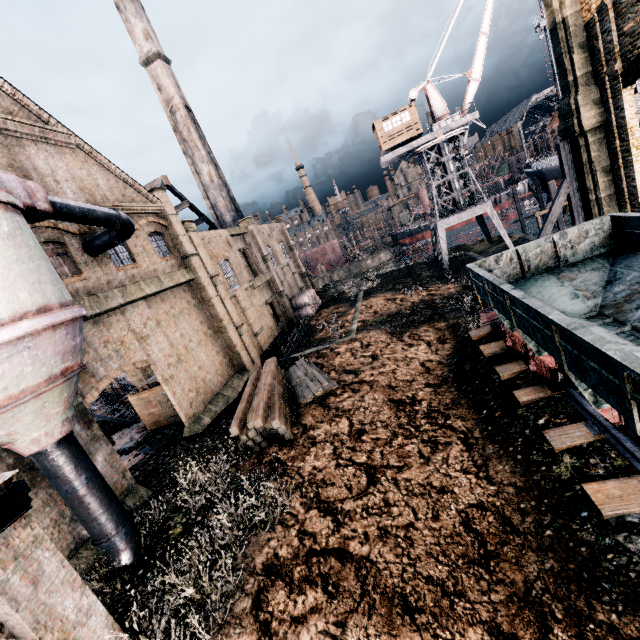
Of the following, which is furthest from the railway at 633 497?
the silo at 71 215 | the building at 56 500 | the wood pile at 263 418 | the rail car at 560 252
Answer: the silo at 71 215

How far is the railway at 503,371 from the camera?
11.9 meters

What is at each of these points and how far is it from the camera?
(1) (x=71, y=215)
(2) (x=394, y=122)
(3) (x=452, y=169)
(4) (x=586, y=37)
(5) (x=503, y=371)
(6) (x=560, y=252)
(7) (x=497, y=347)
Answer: (1) silo, 12.4m
(2) building, 35.0m
(3) crane, 37.0m
(4) building, 16.4m
(5) railway, 12.1m
(6) rail car, 11.9m
(7) railway, 13.9m

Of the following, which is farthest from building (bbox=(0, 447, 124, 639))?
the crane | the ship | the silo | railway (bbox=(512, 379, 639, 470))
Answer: the crane

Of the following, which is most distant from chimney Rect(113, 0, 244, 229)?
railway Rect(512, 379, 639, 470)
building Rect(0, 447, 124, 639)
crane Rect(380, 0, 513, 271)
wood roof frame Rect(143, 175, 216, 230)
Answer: railway Rect(512, 379, 639, 470)

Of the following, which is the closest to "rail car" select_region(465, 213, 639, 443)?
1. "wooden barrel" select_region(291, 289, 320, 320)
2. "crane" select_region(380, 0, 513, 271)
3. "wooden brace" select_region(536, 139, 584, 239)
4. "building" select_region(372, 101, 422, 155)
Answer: "wooden brace" select_region(536, 139, 584, 239)

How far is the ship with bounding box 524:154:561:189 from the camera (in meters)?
37.56

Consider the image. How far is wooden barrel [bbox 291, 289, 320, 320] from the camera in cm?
3884
